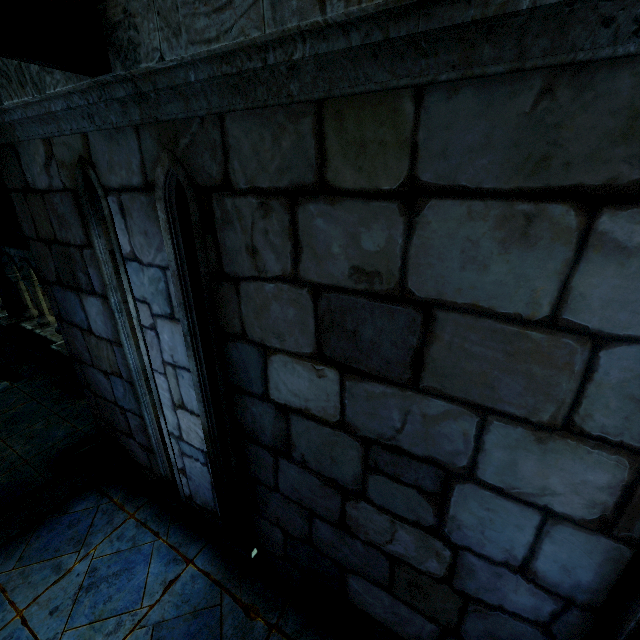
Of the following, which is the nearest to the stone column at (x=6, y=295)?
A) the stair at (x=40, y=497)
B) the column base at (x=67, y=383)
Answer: the column base at (x=67, y=383)

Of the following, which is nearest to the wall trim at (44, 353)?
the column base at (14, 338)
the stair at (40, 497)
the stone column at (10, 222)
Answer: the column base at (14, 338)

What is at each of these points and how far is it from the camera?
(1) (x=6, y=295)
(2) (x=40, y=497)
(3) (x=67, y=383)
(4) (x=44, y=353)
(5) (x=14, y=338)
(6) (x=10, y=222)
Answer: (1) stone column, 8.6m
(2) stair, 3.9m
(3) column base, 7.6m
(4) wall trim, 8.6m
(5) column base, 8.9m
(6) stone column, 5.9m

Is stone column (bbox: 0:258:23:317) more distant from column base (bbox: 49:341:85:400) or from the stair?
the stair

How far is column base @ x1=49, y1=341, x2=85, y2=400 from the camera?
7.2m

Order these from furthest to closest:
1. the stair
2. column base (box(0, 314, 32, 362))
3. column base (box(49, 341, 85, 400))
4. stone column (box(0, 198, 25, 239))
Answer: column base (box(0, 314, 32, 362))
column base (box(49, 341, 85, 400))
stone column (box(0, 198, 25, 239))
the stair

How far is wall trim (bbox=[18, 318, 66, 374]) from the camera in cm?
799

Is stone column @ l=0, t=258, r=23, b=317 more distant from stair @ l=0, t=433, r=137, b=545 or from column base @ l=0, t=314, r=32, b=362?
stair @ l=0, t=433, r=137, b=545
